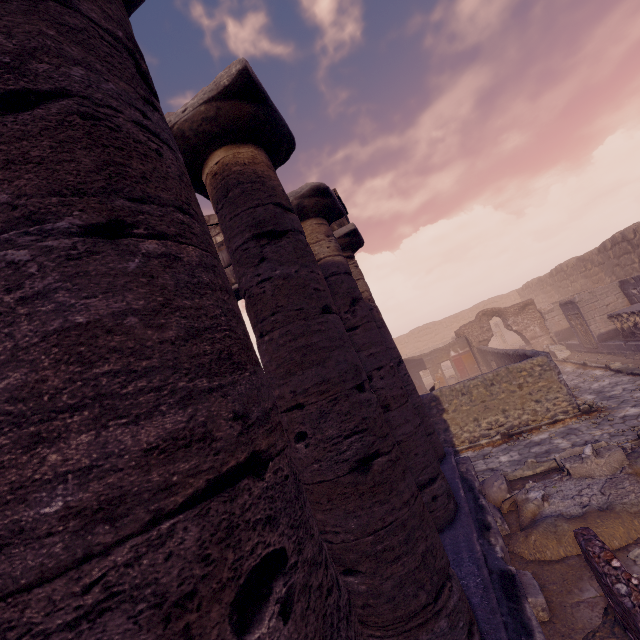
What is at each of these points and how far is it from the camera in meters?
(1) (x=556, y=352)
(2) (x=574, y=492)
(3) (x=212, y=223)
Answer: (1) building debris, 17.8 m
(2) debris pile, 5.4 m
(3) pediment, 8.9 m

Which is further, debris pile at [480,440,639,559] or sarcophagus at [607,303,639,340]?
sarcophagus at [607,303,639,340]

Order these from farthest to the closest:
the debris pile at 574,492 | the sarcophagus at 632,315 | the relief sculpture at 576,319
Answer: the relief sculpture at 576,319 → the sarcophagus at 632,315 → the debris pile at 574,492

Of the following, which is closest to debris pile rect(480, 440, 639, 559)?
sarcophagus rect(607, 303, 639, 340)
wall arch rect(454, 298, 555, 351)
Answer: sarcophagus rect(607, 303, 639, 340)

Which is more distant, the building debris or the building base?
the building debris

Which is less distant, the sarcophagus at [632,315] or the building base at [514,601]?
the building base at [514,601]

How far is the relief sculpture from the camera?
15.2 meters

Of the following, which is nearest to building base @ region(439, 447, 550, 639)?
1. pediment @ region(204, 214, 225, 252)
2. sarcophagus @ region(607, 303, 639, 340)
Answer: pediment @ region(204, 214, 225, 252)
